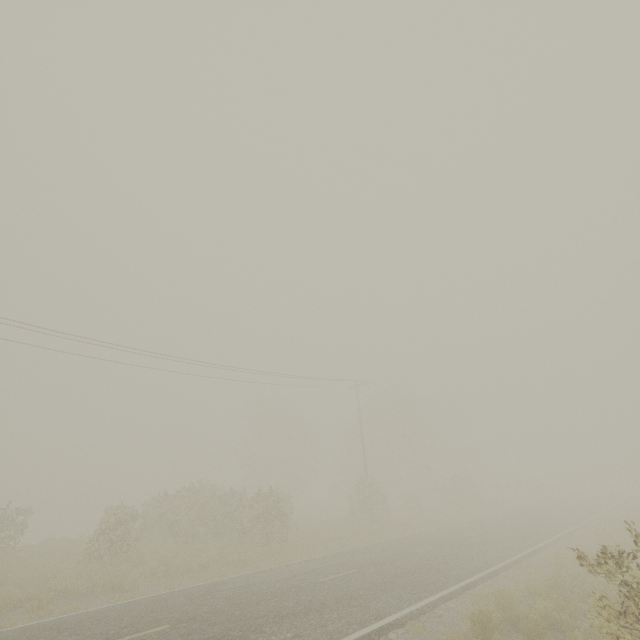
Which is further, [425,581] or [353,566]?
[353,566]

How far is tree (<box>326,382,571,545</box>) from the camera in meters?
26.8

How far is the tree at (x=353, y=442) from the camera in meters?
26.8 m
